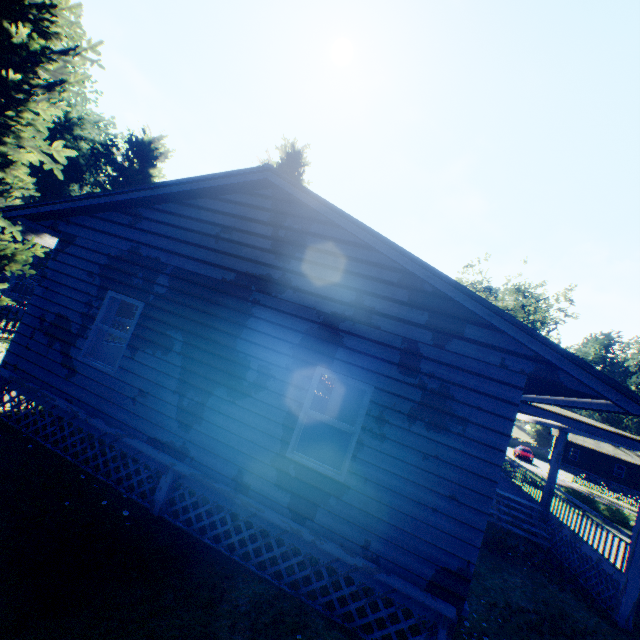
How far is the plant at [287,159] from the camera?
34.46m

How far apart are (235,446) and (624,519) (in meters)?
27.70

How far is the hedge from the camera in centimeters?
2045cm

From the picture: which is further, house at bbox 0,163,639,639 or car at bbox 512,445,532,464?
car at bbox 512,445,532,464

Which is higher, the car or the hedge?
the car

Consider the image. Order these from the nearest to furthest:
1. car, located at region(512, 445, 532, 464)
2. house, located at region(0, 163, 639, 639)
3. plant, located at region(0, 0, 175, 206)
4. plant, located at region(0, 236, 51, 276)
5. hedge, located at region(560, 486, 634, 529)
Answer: house, located at region(0, 163, 639, 639) → plant, located at region(0, 0, 175, 206) → plant, located at region(0, 236, 51, 276) → hedge, located at region(560, 486, 634, 529) → car, located at region(512, 445, 532, 464)

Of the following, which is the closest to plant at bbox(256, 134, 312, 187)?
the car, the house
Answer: the house

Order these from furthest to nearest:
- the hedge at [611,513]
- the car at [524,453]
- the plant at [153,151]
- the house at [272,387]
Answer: the car at [524,453] < the hedge at [611,513] < the plant at [153,151] < the house at [272,387]
